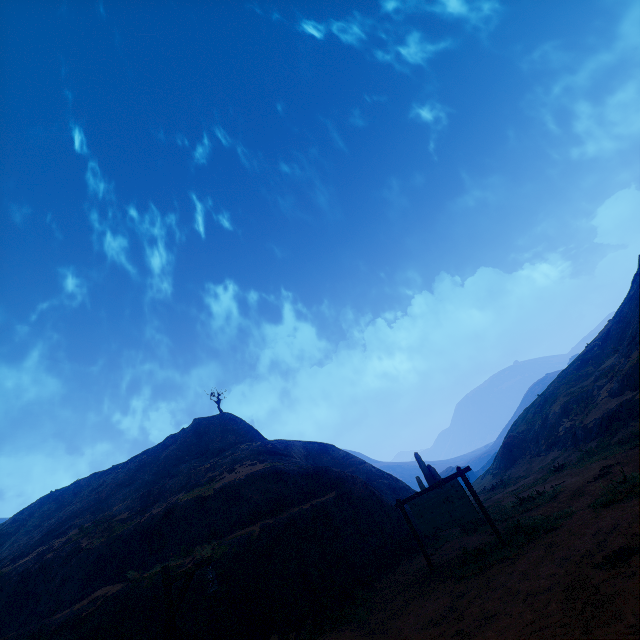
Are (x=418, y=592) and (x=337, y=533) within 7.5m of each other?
yes

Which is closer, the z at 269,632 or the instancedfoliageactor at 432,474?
the z at 269,632

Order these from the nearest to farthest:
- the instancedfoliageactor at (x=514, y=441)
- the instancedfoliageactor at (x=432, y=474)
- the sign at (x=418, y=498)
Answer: the sign at (x=418, y=498) → the instancedfoliageactor at (x=432, y=474) → the instancedfoliageactor at (x=514, y=441)

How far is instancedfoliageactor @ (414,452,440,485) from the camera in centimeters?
1831cm

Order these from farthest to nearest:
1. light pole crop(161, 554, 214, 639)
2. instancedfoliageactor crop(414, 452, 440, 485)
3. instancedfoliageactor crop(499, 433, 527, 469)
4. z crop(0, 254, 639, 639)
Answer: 1. instancedfoliageactor crop(499, 433, 527, 469)
2. instancedfoliageactor crop(414, 452, 440, 485)
3. light pole crop(161, 554, 214, 639)
4. z crop(0, 254, 639, 639)

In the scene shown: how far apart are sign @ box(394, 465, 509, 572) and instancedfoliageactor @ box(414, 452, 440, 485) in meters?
7.4 m

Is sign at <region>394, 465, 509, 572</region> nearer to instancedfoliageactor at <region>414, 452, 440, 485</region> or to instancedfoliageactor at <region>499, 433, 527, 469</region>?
instancedfoliageactor at <region>414, 452, 440, 485</region>

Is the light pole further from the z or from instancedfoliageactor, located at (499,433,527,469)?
instancedfoliageactor, located at (499,433,527,469)
